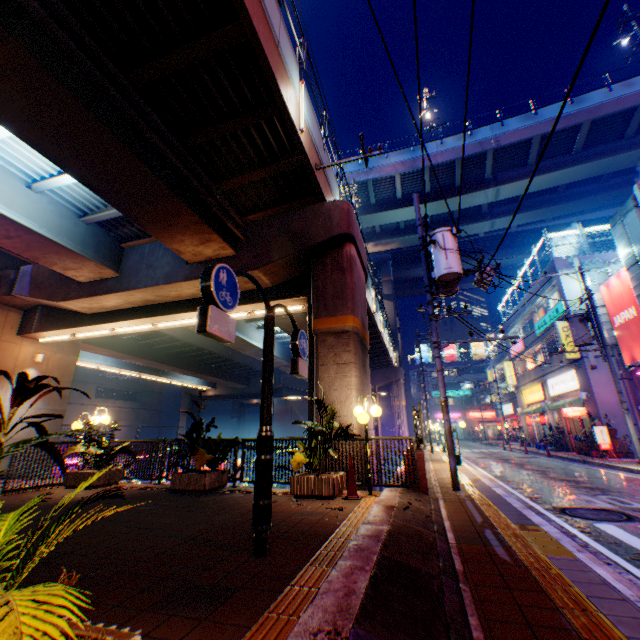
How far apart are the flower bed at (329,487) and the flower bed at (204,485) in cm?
220

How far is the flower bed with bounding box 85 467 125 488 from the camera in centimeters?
888cm

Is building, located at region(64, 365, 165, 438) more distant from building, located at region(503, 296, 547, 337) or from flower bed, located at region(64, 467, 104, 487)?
building, located at region(503, 296, 547, 337)

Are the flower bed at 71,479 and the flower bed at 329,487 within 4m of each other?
no

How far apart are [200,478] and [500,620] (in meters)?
7.08

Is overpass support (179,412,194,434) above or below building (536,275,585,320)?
below

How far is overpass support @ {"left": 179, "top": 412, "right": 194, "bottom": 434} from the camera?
46.7 meters

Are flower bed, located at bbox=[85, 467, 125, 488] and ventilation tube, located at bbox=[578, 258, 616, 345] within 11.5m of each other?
no
